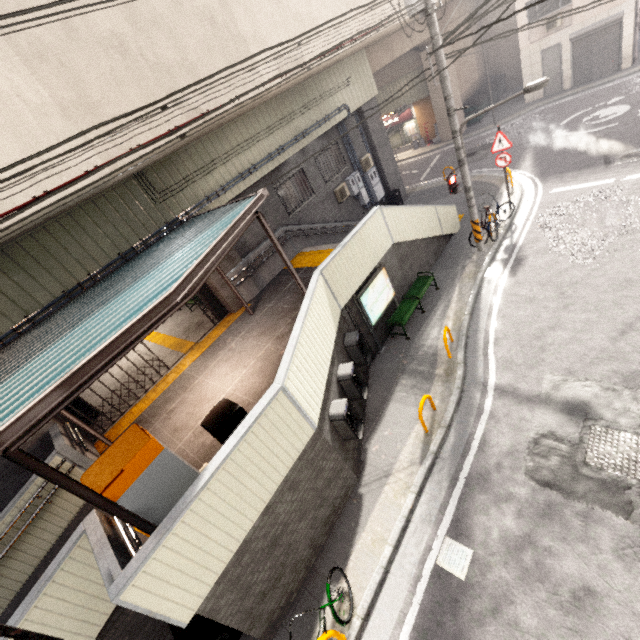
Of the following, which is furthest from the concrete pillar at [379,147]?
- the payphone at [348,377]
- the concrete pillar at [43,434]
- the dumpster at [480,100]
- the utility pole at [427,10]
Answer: the concrete pillar at [43,434]

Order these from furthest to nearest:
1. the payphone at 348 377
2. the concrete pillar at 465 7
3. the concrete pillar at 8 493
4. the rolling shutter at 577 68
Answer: the concrete pillar at 465 7, the rolling shutter at 577 68, the concrete pillar at 8 493, the payphone at 348 377

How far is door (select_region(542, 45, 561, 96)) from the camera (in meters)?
18.68

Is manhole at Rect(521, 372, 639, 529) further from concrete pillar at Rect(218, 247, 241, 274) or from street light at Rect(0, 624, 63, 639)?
concrete pillar at Rect(218, 247, 241, 274)

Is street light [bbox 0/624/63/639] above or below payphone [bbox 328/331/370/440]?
above

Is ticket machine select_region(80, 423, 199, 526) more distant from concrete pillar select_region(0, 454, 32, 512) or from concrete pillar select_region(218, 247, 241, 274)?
concrete pillar select_region(218, 247, 241, 274)

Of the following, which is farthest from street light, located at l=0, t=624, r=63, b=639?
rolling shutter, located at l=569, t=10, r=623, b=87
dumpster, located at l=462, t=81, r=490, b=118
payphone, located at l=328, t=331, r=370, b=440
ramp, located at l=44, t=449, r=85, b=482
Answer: rolling shutter, located at l=569, t=10, r=623, b=87

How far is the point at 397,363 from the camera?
8.9m
